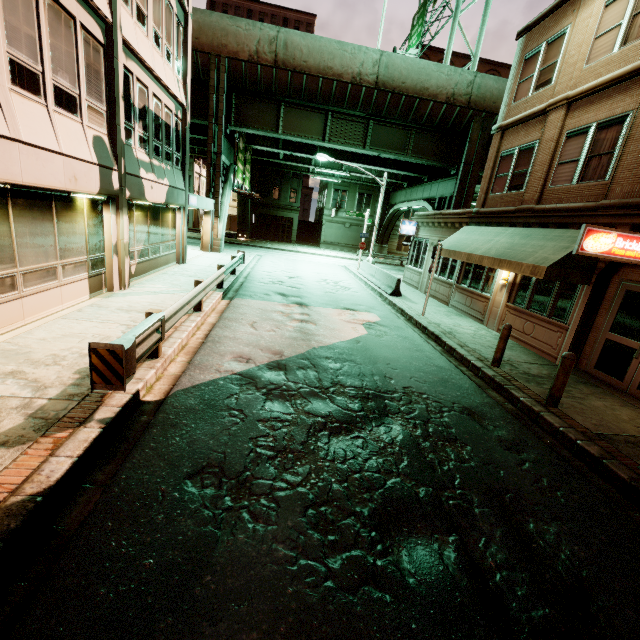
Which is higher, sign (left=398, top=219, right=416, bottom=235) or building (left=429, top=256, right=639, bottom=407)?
sign (left=398, top=219, right=416, bottom=235)

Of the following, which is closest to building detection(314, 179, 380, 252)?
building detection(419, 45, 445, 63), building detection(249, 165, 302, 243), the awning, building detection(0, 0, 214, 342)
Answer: building detection(249, 165, 302, 243)

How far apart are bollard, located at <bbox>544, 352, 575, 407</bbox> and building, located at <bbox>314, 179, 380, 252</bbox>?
40.8 meters

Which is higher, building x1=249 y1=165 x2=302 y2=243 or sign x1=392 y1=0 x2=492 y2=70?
sign x1=392 y1=0 x2=492 y2=70

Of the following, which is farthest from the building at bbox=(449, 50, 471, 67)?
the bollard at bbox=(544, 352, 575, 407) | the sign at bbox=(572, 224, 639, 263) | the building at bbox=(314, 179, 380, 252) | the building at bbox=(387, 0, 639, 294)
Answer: the bollard at bbox=(544, 352, 575, 407)

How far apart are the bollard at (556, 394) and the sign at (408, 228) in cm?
1591

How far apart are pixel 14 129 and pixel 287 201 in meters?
40.5

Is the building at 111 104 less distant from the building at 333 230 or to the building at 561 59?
the building at 561 59
